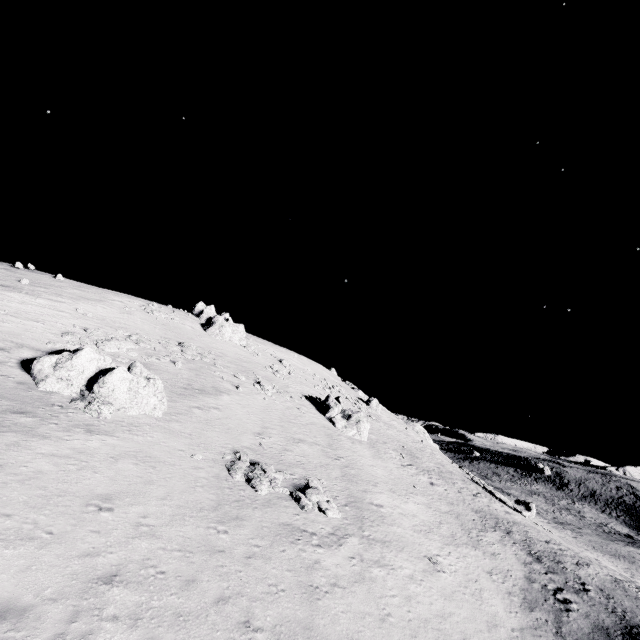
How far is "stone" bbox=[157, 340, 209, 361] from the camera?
31.76m

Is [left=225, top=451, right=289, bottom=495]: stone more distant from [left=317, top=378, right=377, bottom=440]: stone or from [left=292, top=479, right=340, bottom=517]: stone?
[left=317, top=378, right=377, bottom=440]: stone

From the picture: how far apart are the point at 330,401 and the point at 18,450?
29.2m

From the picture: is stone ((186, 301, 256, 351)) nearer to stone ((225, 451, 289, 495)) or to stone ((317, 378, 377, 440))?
stone ((317, 378, 377, 440))

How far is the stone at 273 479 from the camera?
17.0 meters

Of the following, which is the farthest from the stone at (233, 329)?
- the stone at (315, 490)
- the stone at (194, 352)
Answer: the stone at (315, 490)

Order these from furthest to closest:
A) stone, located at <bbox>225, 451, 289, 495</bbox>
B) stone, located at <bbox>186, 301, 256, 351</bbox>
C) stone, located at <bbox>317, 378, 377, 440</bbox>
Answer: stone, located at <bbox>186, 301, 256, 351</bbox>
stone, located at <bbox>317, 378, 377, 440</bbox>
stone, located at <bbox>225, 451, 289, 495</bbox>

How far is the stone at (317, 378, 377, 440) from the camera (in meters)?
35.25
